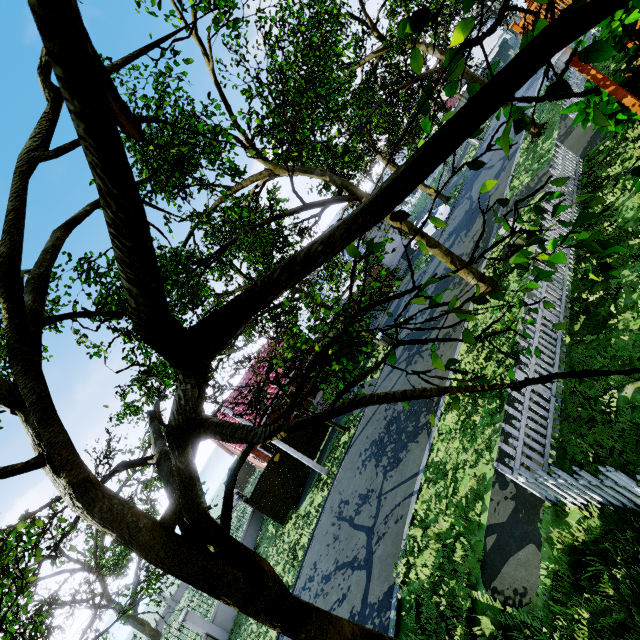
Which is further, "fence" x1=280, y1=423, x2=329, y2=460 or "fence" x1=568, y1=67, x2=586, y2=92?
"fence" x1=280, y1=423, x2=329, y2=460

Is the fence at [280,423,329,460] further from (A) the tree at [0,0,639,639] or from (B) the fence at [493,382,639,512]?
(B) the fence at [493,382,639,512]

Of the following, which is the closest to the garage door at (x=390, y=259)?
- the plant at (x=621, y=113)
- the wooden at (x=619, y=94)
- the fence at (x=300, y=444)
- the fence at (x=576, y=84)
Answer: the fence at (x=576, y=84)

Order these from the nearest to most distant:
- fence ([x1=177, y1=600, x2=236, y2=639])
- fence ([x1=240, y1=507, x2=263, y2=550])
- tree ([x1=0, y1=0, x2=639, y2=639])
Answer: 1. tree ([x1=0, y1=0, x2=639, y2=639])
2. fence ([x1=177, y1=600, x2=236, y2=639])
3. fence ([x1=240, y1=507, x2=263, y2=550])

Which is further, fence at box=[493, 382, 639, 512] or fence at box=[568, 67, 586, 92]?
fence at box=[568, 67, 586, 92]

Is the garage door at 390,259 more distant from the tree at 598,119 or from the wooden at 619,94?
the wooden at 619,94

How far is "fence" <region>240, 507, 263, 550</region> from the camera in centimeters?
1988cm

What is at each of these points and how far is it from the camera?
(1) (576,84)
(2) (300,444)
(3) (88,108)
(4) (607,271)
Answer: (1) fence, 14.5m
(2) fence, 19.5m
(3) tree, 0.8m
(4) tree, 2.1m
